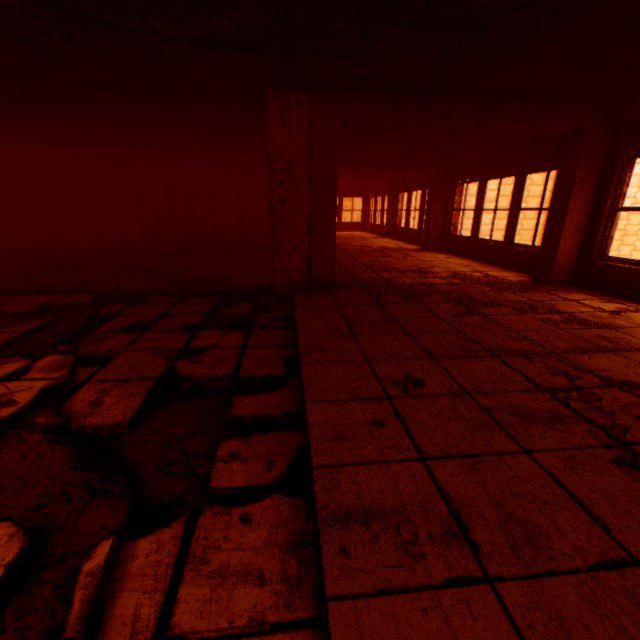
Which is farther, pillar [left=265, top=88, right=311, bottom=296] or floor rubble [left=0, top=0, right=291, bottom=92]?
pillar [left=265, top=88, right=311, bottom=296]

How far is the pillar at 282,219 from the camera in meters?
4.2

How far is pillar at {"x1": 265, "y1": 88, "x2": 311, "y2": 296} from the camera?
4.2 meters

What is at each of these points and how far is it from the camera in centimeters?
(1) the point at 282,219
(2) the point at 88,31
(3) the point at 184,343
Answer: (1) pillar, 466cm
(2) floor rubble, 280cm
(3) floor rubble, 313cm

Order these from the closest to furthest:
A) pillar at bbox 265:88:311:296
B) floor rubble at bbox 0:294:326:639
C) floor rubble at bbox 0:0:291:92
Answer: floor rubble at bbox 0:294:326:639, floor rubble at bbox 0:0:291:92, pillar at bbox 265:88:311:296

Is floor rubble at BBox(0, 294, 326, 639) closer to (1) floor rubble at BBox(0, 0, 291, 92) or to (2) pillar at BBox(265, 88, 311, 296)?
(2) pillar at BBox(265, 88, 311, 296)

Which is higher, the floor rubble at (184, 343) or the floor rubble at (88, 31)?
the floor rubble at (88, 31)
